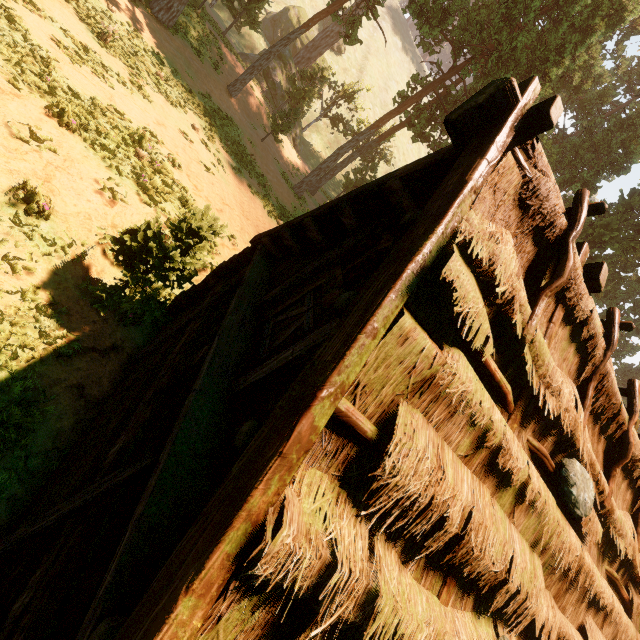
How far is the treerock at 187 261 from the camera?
6.1m

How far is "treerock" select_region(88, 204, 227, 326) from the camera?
6.1 meters

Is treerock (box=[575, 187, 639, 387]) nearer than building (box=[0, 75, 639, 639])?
No

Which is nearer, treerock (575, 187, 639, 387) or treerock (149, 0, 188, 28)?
treerock (149, 0, 188, 28)

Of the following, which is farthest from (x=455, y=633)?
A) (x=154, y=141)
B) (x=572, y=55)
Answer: (x=572, y=55)

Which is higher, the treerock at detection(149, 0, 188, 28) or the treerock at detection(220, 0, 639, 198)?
the treerock at detection(220, 0, 639, 198)

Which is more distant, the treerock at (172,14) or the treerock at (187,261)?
the treerock at (172,14)

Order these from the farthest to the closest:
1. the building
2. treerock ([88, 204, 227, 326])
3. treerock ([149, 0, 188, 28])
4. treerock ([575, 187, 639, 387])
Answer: treerock ([575, 187, 639, 387]) < treerock ([149, 0, 188, 28]) < treerock ([88, 204, 227, 326]) < the building
